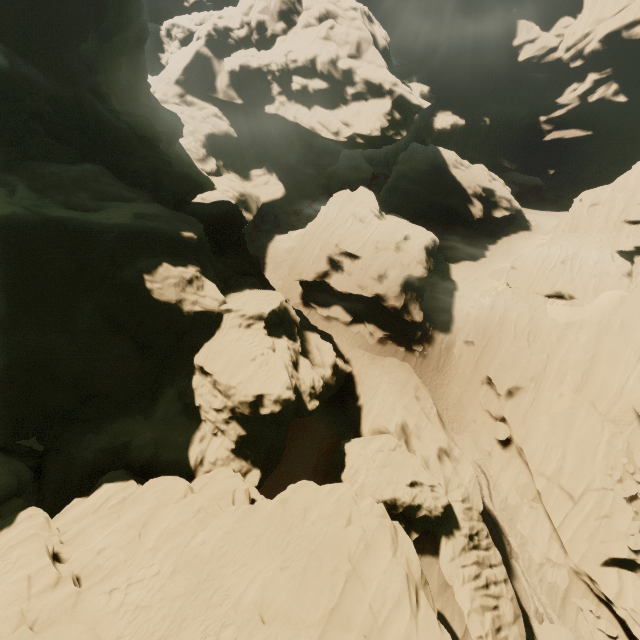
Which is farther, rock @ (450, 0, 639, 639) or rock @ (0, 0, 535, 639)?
rock @ (450, 0, 639, 639)

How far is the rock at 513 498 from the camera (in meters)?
24.25

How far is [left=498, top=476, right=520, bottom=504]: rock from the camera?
24.2m

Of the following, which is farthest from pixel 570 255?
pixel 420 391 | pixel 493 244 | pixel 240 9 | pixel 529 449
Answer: pixel 240 9

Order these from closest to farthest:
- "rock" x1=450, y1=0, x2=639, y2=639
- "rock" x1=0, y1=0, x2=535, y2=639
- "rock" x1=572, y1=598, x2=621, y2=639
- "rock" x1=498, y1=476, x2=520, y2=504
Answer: "rock" x1=0, y1=0, x2=535, y2=639, "rock" x1=572, y1=598, x2=621, y2=639, "rock" x1=450, y1=0, x2=639, y2=639, "rock" x1=498, y1=476, x2=520, y2=504

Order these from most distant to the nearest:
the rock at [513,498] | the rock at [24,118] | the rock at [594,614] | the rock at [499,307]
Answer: the rock at [513,498] → the rock at [499,307] → the rock at [594,614] → the rock at [24,118]
